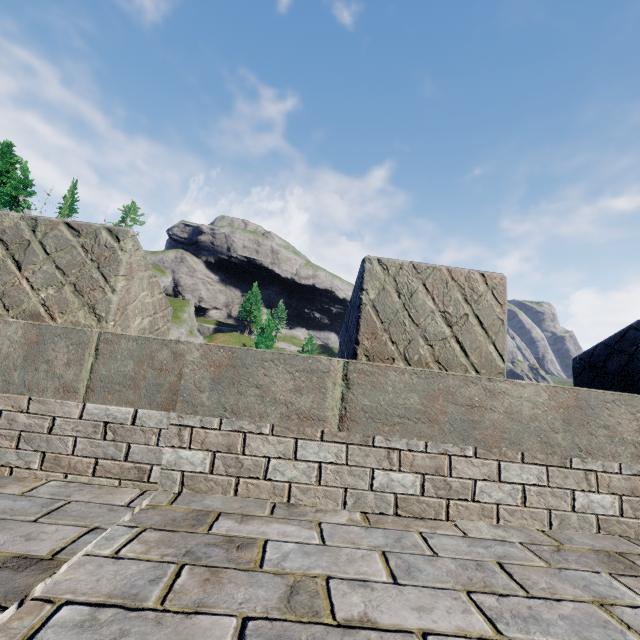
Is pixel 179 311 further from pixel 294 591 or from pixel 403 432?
pixel 294 591

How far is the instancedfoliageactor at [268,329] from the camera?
50.38m

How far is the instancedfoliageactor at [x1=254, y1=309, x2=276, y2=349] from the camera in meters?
50.4
